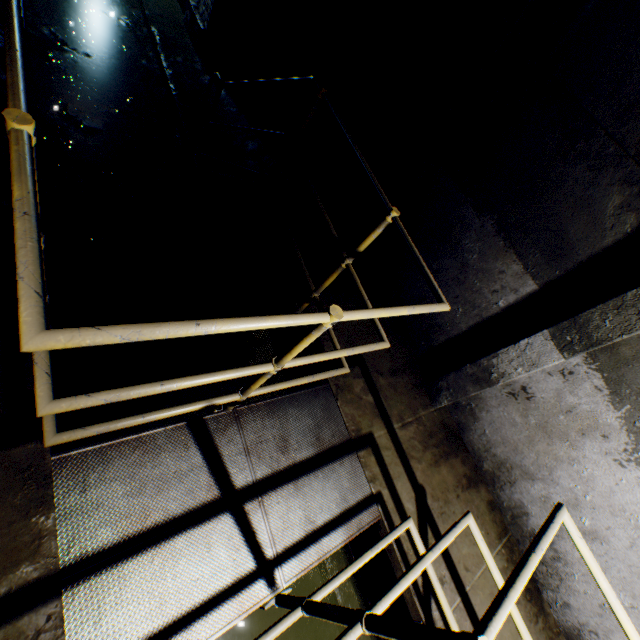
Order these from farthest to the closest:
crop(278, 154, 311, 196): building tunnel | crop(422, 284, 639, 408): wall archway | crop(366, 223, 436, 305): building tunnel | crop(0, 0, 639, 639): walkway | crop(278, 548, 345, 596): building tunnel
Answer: crop(278, 154, 311, 196): building tunnel → crop(366, 223, 436, 305): building tunnel → crop(278, 548, 345, 596): building tunnel → crop(422, 284, 639, 408): wall archway → crop(0, 0, 639, 639): walkway

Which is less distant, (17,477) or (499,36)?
(17,477)

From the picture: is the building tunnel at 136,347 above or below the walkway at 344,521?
below

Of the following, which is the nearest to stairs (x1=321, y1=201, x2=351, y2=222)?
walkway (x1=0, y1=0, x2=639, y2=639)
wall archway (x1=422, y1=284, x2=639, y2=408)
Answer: walkway (x1=0, y1=0, x2=639, y2=639)

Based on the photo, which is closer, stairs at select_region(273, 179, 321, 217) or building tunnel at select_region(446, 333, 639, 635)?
building tunnel at select_region(446, 333, 639, 635)

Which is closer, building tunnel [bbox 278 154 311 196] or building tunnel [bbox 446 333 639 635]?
building tunnel [bbox 446 333 639 635]

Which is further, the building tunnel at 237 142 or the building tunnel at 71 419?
the building tunnel at 237 142

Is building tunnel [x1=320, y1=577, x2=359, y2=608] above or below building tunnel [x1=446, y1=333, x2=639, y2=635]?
below
